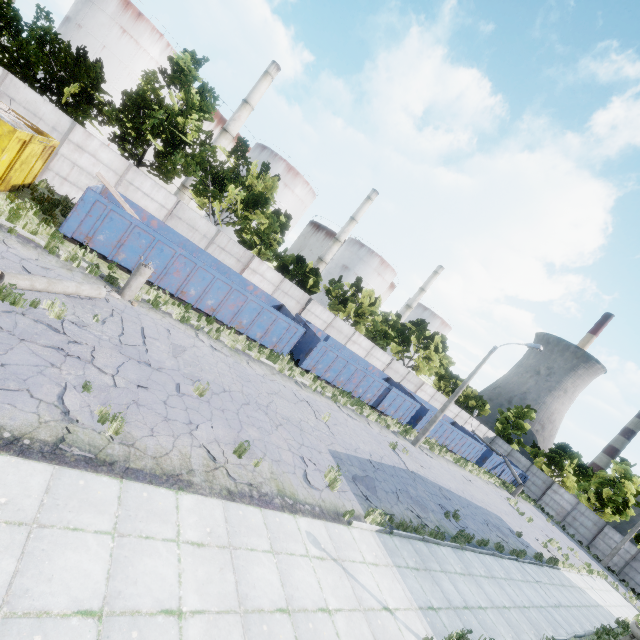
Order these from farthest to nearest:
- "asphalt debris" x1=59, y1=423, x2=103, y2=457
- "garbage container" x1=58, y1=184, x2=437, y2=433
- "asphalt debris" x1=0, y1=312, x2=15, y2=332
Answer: "garbage container" x1=58, y1=184, x2=437, y2=433
"asphalt debris" x1=0, y1=312, x2=15, y2=332
"asphalt debris" x1=59, y1=423, x2=103, y2=457

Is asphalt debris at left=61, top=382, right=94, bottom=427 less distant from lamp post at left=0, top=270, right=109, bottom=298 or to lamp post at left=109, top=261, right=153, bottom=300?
lamp post at left=0, top=270, right=109, bottom=298

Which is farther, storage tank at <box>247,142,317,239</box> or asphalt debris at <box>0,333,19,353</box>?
storage tank at <box>247,142,317,239</box>

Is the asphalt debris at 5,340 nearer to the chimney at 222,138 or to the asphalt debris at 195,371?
the asphalt debris at 195,371

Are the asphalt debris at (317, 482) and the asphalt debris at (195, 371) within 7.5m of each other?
yes

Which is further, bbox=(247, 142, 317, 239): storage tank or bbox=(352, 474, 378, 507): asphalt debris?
bbox=(247, 142, 317, 239): storage tank

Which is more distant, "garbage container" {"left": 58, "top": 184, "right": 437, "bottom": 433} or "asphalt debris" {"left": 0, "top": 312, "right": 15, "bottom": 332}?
"garbage container" {"left": 58, "top": 184, "right": 437, "bottom": 433}

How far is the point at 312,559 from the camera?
6.8 meters
